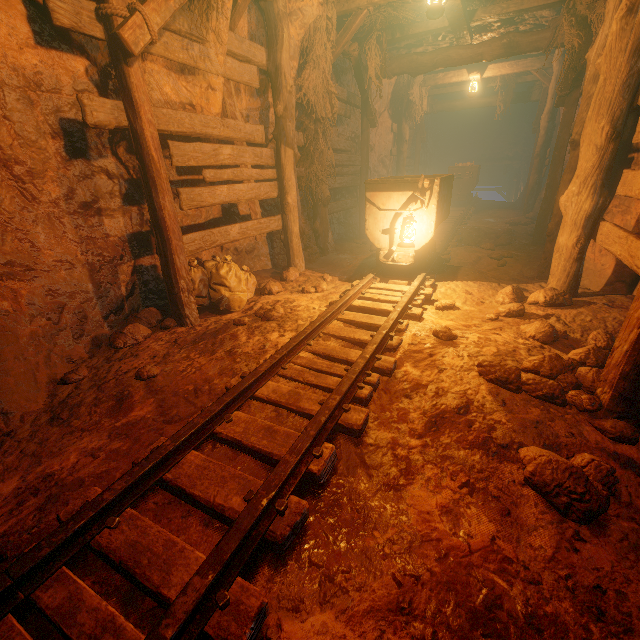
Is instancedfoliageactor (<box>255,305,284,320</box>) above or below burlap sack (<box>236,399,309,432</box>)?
above

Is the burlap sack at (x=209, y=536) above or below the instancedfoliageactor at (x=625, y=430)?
below

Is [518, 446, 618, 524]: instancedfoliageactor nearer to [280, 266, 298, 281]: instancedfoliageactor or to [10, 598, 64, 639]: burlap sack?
[10, 598, 64, 639]: burlap sack

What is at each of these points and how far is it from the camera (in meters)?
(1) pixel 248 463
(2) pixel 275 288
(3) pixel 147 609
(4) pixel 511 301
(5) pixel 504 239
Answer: (1) burlap sack, 2.02
(2) instancedfoliageactor, 5.02
(3) burlap sack, 1.35
(4) instancedfoliageactor, 4.14
(5) instancedfoliageactor, 7.31

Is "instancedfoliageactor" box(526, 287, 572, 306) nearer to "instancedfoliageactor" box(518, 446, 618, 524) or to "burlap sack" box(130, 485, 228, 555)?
"burlap sack" box(130, 485, 228, 555)

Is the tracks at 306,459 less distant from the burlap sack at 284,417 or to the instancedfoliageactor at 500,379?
the burlap sack at 284,417

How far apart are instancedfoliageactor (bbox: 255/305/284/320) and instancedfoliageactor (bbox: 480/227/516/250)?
5.9 meters

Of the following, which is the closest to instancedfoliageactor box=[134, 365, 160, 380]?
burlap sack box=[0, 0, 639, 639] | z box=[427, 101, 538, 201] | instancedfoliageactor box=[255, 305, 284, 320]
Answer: burlap sack box=[0, 0, 639, 639]
